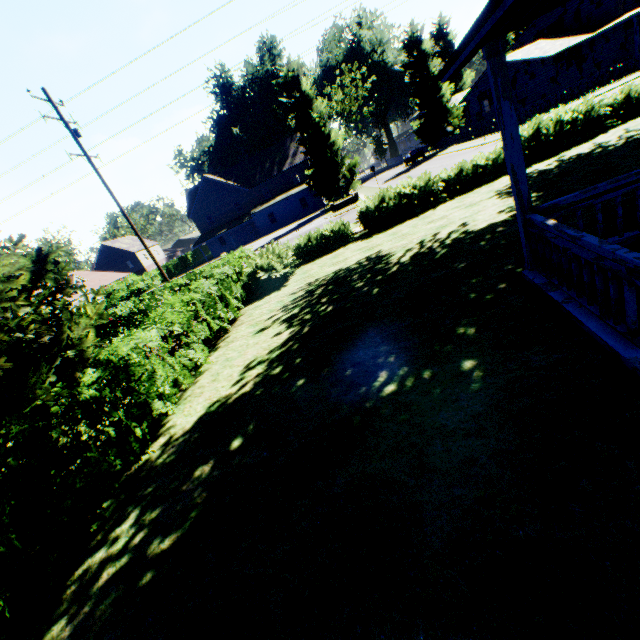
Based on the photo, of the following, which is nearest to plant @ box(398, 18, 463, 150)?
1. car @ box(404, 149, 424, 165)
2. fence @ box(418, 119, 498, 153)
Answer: fence @ box(418, 119, 498, 153)

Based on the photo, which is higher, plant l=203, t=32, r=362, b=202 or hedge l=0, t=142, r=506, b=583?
plant l=203, t=32, r=362, b=202

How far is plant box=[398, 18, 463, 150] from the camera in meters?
41.9 m

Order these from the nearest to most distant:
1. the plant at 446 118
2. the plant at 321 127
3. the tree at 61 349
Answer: the tree at 61 349
the plant at 321 127
the plant at 446 118

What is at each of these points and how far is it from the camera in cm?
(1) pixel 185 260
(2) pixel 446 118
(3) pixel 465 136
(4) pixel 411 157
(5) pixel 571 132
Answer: (1) hedge, 5975
(2) plant, 4453
(3) fence, 3900
(4) car, 4634
(5) hedge, 1330

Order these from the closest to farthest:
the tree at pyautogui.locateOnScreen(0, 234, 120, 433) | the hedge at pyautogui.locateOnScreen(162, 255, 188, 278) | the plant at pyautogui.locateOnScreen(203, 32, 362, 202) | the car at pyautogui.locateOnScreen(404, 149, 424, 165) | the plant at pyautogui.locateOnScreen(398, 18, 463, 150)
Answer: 1. the tree at pyautogui.locateOnScreen(0, 234, 120, 433)
2. the plant at pyautogui.locateOnScreen(203, 32, 362, 202)
3. the plant at pyautogui.locateOnScreen(398, 18, 463, 150)
4. the car at pyautogui.locateOnScreen(404, 149, 424, 165)
5. the hedge at pyautogui.locateOnScreen(162, 255, 188, 278)

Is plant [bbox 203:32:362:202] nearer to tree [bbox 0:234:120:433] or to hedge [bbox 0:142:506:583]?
tree [bbox 0:234:120:433]

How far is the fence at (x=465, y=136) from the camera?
32.9 meters
